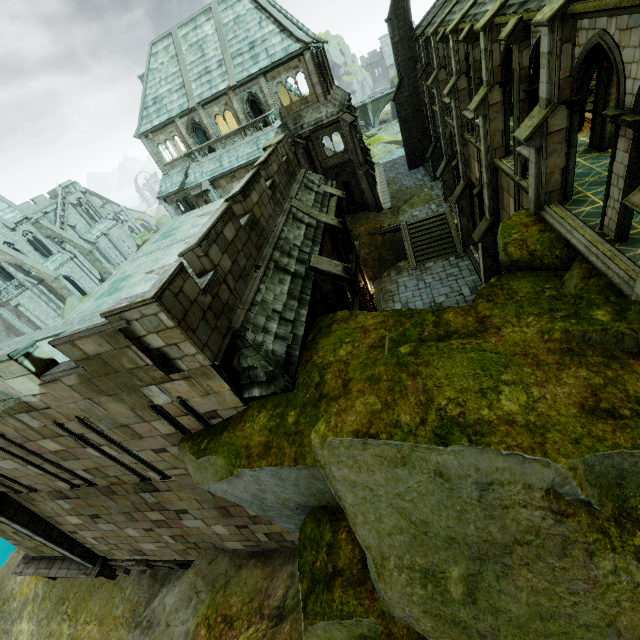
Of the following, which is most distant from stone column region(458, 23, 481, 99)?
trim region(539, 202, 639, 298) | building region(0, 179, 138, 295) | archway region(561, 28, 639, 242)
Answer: building region(0, 179, 138, 295)

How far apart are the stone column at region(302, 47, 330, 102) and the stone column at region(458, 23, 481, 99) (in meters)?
15.10

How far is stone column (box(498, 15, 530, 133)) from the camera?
10.7m

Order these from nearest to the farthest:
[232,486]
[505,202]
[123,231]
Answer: [232,486], [505,202], [123,231]

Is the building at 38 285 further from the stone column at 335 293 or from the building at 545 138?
the stone column at 335 293

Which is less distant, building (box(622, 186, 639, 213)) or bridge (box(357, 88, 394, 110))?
building (box(622, 186, 639, 213))

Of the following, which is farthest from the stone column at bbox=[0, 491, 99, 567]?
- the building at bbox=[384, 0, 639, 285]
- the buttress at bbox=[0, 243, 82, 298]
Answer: the buttress at bbox=[0, 243, 82, 298]

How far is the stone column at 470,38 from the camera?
15.3 meters
